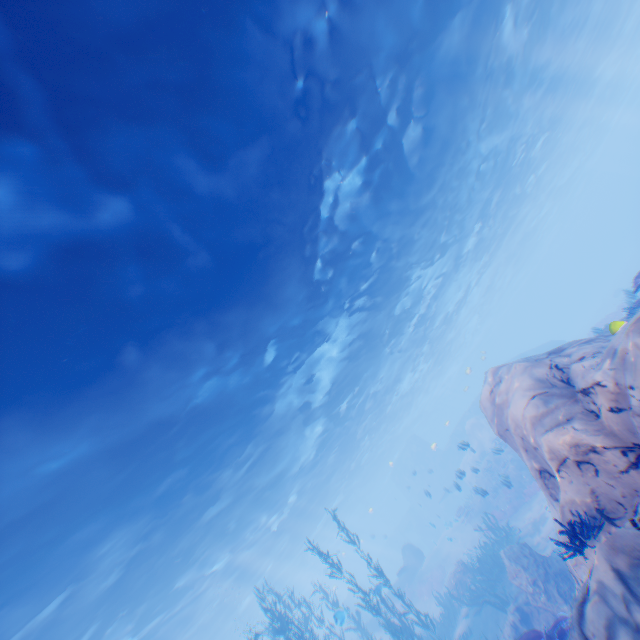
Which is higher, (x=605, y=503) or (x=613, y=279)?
(x=605, y=503)

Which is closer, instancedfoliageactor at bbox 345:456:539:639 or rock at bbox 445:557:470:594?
instancedfoliageactor at bbox 345:456:539:639

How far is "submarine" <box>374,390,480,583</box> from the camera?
39.4 meters

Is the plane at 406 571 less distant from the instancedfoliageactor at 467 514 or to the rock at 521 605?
the rock at 521 605

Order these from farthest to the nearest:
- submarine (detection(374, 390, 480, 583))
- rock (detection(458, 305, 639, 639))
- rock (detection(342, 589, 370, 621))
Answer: submarine (detection(374, 390, 480, 583)) < rock (detection(342, 589, 370, 621)) < rock (detection(458, 305, 639, 639))

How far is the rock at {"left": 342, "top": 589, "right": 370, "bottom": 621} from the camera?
36.0m

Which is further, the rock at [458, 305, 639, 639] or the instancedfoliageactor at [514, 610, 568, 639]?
the instancedfoliageactor at [514, 610, 568, 639]

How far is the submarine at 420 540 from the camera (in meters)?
39.44
